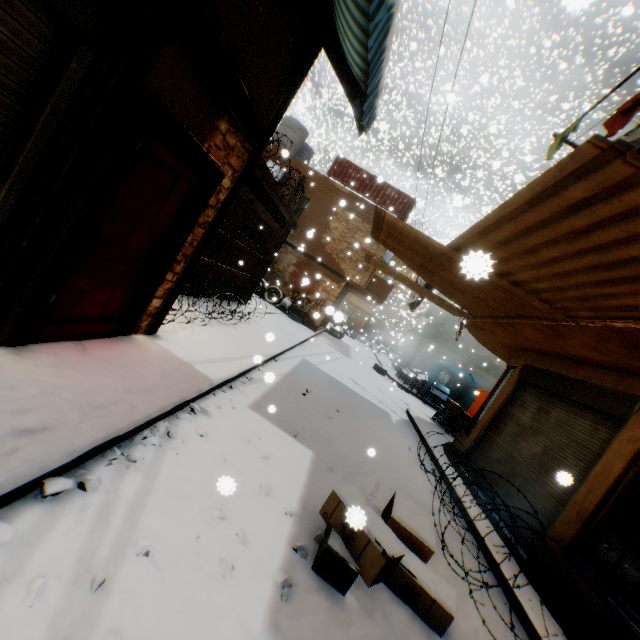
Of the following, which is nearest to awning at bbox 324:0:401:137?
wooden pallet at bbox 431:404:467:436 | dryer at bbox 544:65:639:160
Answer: dryer at bbox 544:65:639:160

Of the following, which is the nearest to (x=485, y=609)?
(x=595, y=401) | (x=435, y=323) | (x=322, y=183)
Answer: (x=595, y=401)

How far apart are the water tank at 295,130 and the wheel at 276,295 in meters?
7.1

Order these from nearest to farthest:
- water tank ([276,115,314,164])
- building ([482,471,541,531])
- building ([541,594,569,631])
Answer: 1. building ([541,594,569,631])
2. building ([482,471,541,531])
3. water tank ([276,115,314,164])

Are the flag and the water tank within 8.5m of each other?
no

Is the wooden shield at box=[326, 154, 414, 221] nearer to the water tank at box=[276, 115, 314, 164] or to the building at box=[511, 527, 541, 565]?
the building at box=[511, 527, 541, 565]

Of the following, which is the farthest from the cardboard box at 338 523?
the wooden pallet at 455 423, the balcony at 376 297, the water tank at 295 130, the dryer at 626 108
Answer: the water tank at 295 130

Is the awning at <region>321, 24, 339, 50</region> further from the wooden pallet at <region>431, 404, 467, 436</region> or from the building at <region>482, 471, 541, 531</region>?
the wooden pallet at <region>431, 404, 467, 436</region>
